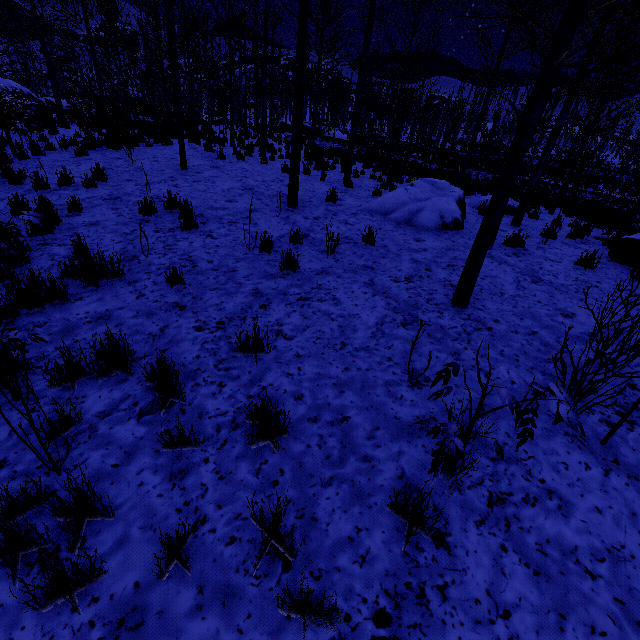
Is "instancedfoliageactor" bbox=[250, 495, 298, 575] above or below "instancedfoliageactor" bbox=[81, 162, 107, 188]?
below

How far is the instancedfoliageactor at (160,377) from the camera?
2.67m

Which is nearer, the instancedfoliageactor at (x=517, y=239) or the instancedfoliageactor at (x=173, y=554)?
the instancedfoliageactor at (x=173, y=554)

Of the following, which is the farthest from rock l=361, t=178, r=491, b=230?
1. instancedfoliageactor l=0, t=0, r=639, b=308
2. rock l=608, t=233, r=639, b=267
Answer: rock l=608, t=233, r=639, b=267

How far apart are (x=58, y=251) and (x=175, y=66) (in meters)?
6.17

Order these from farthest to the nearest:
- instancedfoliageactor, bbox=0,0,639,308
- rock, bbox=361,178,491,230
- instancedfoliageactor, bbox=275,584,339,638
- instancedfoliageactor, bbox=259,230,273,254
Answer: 1. rock, bbox=361,178,491,230
2. instancedfoliageactor, bbox=259,230,273,254
3. instancedfoliageactor, bbox=0,0,639,308
4. instancedfoliageactor, bbox=275,584,339,638
